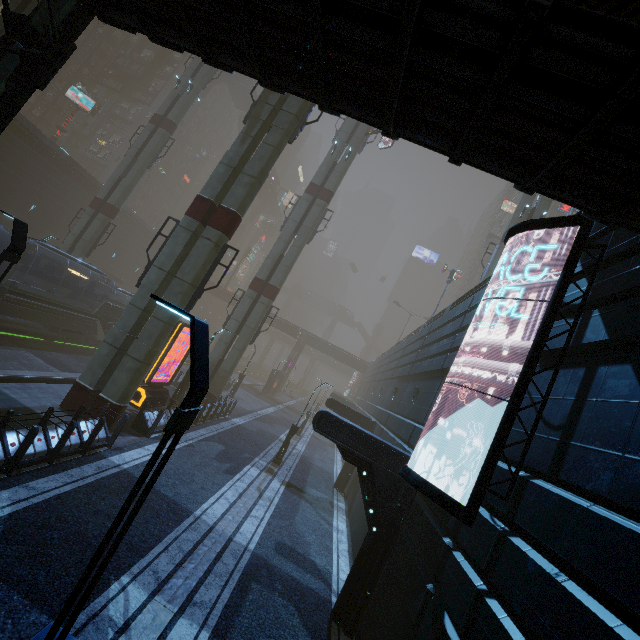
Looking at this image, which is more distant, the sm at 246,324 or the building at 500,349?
the sm at 246,324

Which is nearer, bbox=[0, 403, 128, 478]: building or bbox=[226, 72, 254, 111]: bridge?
bbox=[0, 403, 128, 478]: building

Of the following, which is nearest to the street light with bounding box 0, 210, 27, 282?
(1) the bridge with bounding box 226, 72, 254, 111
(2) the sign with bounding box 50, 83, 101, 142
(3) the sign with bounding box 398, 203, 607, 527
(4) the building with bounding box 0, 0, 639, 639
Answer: (4) the building with bounding box 0, 0, 639, 639

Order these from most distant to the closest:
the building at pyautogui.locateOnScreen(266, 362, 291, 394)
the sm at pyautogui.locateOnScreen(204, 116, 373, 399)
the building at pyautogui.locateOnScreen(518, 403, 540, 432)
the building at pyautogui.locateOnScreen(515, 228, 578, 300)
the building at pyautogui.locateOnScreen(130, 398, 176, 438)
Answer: the building at pyautogui.locateOnScreen(266, 362, 291, 394) < the sm at pyautogui.locateOnScreen(204, 116, 373, 399) < the building at pyautogui.locateOnScreen(130, 398, 176, 438) < the building at pyautogui.locateOnScreen(515, 228, 578, 300) < the building at pyautogui.locateOnScreen(518, 403, 540, 432)

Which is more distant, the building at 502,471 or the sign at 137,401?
the sign at 137,401

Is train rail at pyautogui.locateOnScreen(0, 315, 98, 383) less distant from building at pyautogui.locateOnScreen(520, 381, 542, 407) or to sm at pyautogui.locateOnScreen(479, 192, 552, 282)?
building at pyautogui.locateOnScreen(520, 381, 542, 407)

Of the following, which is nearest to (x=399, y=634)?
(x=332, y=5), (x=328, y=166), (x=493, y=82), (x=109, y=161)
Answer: (x=493, y=82)

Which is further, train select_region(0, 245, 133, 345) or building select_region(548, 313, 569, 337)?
train select_region(0, 245, 133, 345)
